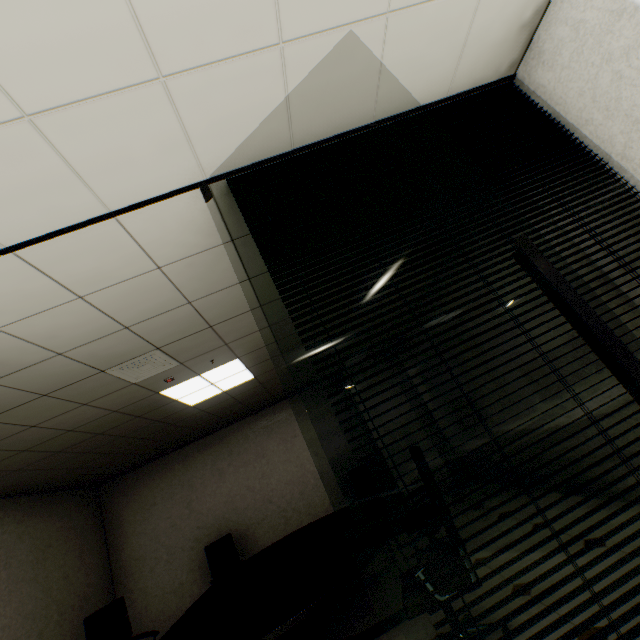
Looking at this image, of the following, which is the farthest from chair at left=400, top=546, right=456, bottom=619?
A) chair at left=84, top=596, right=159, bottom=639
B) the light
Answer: chair at left=84, top=596, right=159, bottom=639

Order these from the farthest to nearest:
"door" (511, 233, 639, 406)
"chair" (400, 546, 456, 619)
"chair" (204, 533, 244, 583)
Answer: "chair" (204, 533, 244, 583) → "chair" (400, 546, 456, 619) → "door" (511, 233, 639, 406)

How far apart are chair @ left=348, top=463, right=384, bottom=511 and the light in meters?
2.8

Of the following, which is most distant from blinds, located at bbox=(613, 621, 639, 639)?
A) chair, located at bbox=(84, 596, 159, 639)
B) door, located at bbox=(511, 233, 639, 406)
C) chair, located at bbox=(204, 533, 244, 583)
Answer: chair, located at bbox=(204, 533, 244, 583)

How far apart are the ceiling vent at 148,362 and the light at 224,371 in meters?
0.5 m

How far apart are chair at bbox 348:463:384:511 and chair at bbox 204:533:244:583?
1.7m

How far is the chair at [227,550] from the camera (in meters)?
5.12

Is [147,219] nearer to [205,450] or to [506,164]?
[506,164]
